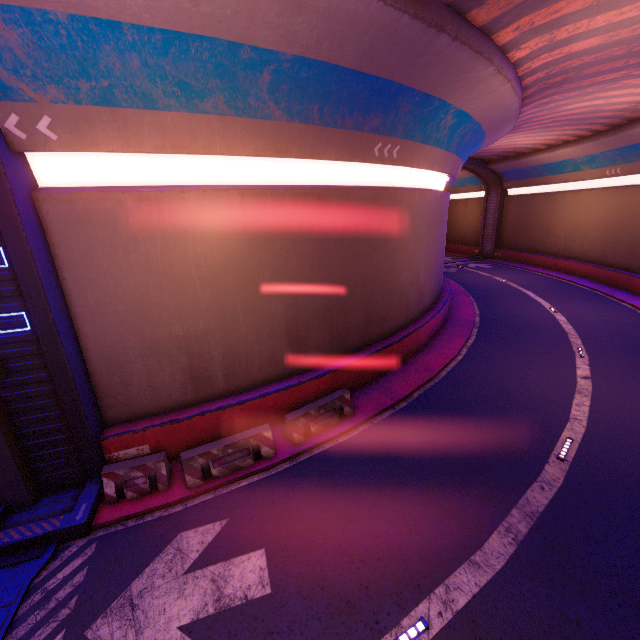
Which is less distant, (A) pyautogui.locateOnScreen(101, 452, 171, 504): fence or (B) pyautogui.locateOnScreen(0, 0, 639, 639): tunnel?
(B) pyautogui.locateOnScreen(0, 0, 639, 639): tunnel

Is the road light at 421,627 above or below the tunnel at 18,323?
below

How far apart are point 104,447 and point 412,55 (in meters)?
13.37

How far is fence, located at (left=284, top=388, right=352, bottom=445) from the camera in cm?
995

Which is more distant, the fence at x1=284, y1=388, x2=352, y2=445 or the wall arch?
the fence at x1=284, y1=388, x2=352, y2=445

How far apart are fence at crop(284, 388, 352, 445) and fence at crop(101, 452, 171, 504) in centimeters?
336cm

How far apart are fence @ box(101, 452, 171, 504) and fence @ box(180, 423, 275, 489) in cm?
34

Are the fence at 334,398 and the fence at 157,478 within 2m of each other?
no
